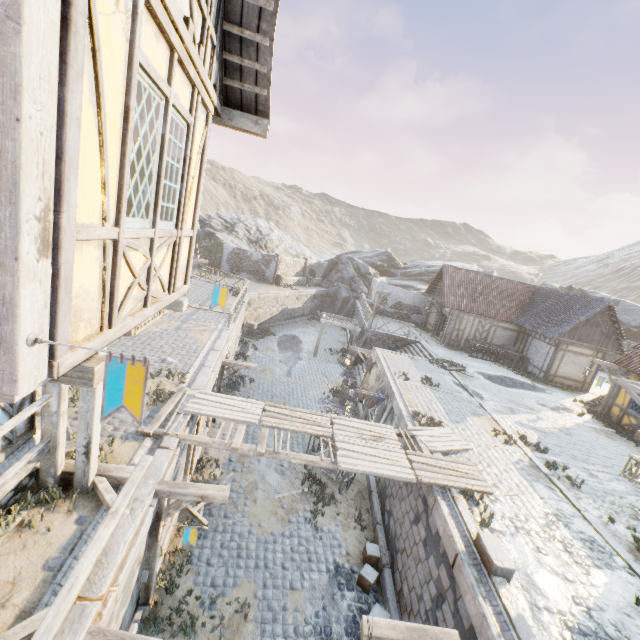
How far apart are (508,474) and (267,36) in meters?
12.0

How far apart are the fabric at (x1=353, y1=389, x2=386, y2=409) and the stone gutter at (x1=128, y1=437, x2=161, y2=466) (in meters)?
7.89

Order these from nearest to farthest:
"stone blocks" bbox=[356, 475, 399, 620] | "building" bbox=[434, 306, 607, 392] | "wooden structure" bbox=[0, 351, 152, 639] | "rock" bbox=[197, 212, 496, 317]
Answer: "wooden structure" bbox=[0, 351, 152, 639] → "stone blocks" bbox=[356, 475, 399, 620] → "building" bbox=[434, 306, 607, 392] → "rock" bbox=[197, 212, 496, 317]

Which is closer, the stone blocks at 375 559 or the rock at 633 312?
the stone blocks at 375 559

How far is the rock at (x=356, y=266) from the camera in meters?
37.9 m

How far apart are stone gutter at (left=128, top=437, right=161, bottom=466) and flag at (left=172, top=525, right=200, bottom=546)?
1.5 meters

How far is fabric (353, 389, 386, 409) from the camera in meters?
13.5 m

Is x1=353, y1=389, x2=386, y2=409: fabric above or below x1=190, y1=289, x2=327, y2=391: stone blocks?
below
